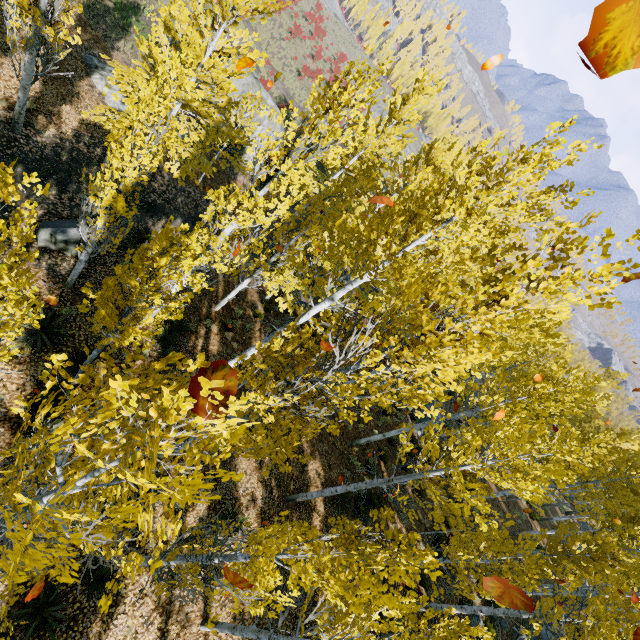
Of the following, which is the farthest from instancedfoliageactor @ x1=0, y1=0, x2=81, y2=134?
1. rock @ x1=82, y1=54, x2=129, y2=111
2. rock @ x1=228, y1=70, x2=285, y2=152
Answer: rock @ x1=228, y1=70, x2=285, y2=152

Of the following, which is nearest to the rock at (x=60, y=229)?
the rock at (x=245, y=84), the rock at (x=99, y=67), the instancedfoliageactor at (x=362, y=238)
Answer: the instancedfoliageactor at (x=362, y=238)

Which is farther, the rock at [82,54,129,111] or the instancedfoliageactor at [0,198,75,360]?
the rock at [82,54,129,111]

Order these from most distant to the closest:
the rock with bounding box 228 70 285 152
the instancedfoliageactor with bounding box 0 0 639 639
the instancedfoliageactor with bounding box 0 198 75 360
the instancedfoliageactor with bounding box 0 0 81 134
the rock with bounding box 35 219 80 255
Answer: the rock with bounding box 228 70 285 152, the rock with bounding box 35 219 80 255, the instancedfoliageactor with bounding box 0 0 81 134, the instancedfoliageactor with bounding box 0 198 75 360, the instancedfoliageactor with bounding box 0 0 639 639

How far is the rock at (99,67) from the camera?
13.41m

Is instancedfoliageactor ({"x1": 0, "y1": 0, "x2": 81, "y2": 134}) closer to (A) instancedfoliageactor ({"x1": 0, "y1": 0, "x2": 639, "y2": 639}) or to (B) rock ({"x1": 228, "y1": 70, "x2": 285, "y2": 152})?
(A) instancedfoliageactor ({"x1": 0, "y1": 0, "x2": 639, "y2": 639})

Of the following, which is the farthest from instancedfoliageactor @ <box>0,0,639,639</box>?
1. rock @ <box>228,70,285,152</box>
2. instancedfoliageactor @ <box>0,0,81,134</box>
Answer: rock @ <box>228,70,285,152</box>

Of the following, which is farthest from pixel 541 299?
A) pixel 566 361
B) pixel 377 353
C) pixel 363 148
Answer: pixel 363 148
